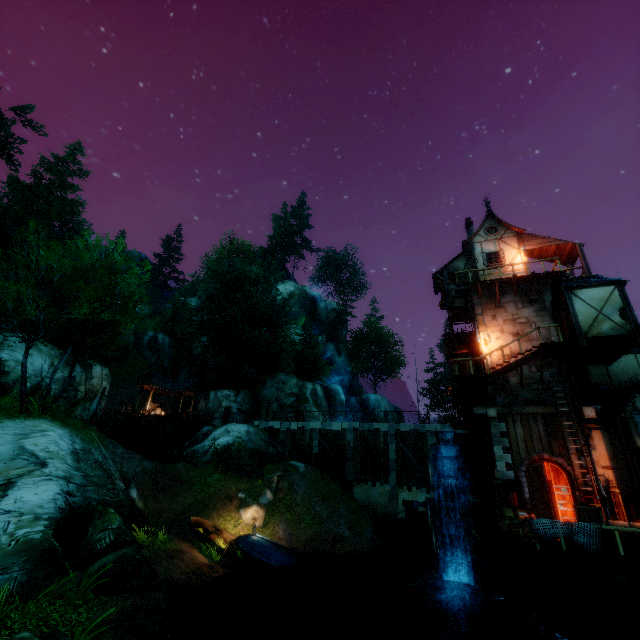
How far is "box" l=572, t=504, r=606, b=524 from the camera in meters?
11.3

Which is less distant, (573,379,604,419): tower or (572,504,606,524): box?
(572,504,606,524): box

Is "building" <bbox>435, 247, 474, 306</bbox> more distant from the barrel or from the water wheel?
the water wheel

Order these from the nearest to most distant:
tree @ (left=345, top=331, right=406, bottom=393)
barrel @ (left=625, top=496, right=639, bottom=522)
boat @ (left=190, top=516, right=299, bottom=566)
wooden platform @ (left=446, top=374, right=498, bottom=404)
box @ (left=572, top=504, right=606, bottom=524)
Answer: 1. box @ (left=572, top=504, right=606, bottom=524)
2. barrel @ (left=625, top=496, right=639, bottom=522)
3. boat @ (left=190, top=516, right=299, bottom=566)
4. wooden platform @ (left=446, top=374, right=498, bottom=404)
5. tree @ (left=345, top=331, right=406, bottom=393)

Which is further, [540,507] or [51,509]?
[540,507]

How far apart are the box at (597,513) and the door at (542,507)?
2.07m

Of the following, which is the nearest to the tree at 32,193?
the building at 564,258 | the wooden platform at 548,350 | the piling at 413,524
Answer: the building at 564,258

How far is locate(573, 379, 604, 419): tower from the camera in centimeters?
1482cm
